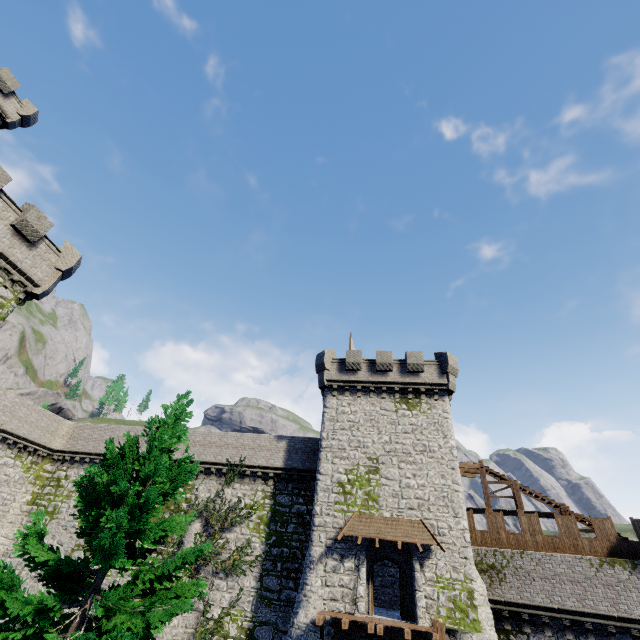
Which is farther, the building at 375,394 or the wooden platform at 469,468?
the wooden platform at 469,468

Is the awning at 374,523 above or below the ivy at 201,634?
above

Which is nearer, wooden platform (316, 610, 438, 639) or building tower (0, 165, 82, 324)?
wooden platform (316, 610, 438, 639)

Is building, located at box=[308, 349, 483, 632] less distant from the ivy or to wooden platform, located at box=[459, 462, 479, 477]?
wooden platform, located at box=[459, 462, 479, 477]

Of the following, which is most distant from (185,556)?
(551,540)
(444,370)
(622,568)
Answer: (622,568)

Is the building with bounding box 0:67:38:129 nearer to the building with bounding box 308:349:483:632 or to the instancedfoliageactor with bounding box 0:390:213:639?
the instancedfoliageactor with bounding box 0:390:213:639

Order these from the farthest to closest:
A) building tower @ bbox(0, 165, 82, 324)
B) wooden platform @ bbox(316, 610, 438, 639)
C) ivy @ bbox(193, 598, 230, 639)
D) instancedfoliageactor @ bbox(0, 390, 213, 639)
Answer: ivy @ bbox(193, 598, 230, 639)
building tower @ bbox(0, 165, 82, 324)
wooden platform @ bbox(316, 610, 438, 639)
instancedfoliageactor @ bbox(0, 390, 213, 639)

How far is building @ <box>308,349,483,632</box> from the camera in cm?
1838
